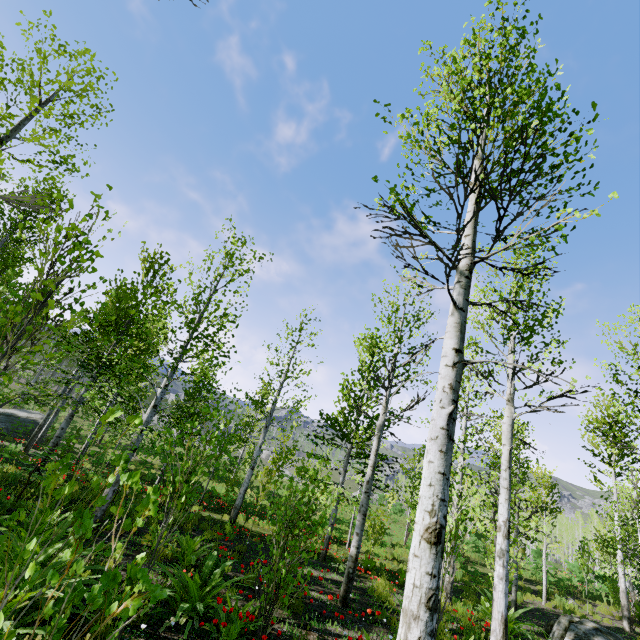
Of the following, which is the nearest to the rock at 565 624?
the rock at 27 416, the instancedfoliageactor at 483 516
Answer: the instancedfoliageactor at 483 516

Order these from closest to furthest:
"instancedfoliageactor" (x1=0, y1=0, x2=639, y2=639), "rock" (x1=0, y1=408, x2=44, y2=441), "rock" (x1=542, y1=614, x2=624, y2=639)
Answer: "instancedfoliageactor" (x1=0, y1=0, x2=639, y2=639)
"rock" (x1=542, y1=614, x2=624, y2=639)
"rock" (x1=0, y1=408, x2=44, y2=441)

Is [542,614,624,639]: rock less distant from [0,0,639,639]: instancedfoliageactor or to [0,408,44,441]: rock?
[0,0,639,639]: instancedfoliageactor

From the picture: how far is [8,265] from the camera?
13.5m

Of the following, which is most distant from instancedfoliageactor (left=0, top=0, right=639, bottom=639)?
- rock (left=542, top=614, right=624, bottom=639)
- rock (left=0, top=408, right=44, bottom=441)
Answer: rock (left=0, top=408, right=44, bottom=441)

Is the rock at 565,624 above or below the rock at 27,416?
above
